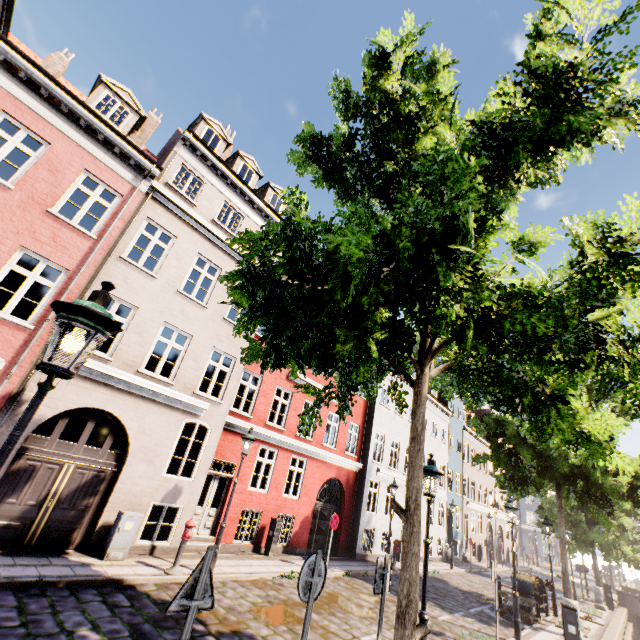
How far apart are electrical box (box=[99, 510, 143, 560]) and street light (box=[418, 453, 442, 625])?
7.3m

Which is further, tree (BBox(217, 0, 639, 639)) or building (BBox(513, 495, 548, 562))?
building (BBox(513, 495, 548, 562))

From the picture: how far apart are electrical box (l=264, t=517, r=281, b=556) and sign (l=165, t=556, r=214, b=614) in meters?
11.1

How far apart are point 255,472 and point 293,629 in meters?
17.5 m

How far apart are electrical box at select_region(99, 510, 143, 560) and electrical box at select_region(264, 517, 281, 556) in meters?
5.8

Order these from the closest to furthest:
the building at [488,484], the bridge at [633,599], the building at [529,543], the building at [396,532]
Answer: the building at [396,532] → the bridge at [633,599] → the building at [488,484] → the building at [529,543]

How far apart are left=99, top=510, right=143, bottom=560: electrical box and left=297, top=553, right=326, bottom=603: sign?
6.84m

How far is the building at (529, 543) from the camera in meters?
49.1 m
